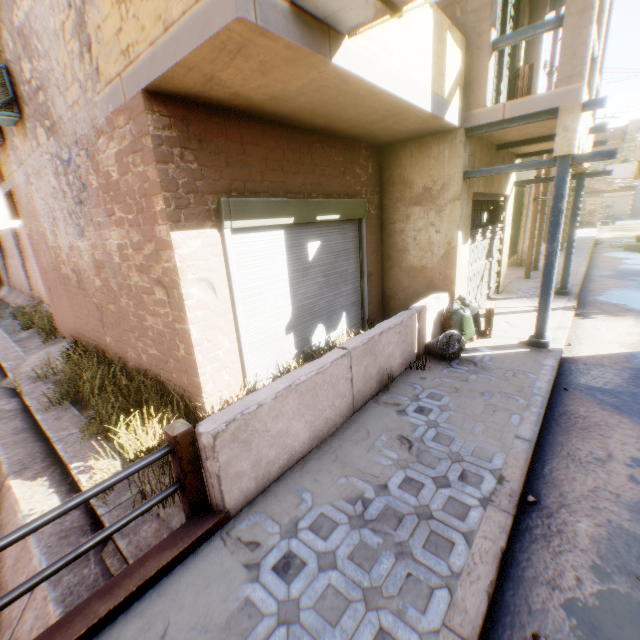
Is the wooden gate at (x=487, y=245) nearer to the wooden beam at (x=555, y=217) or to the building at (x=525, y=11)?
the building at (x=525, y=11)

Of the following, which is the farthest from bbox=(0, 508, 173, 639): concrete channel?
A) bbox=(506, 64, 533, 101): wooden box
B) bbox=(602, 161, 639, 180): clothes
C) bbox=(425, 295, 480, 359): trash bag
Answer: bbox=(602, 161, 639, 180): clothes

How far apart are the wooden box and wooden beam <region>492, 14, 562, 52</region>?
0.5m

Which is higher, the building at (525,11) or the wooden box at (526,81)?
the building at (525,11)

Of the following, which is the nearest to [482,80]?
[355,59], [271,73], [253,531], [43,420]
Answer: [355,59]

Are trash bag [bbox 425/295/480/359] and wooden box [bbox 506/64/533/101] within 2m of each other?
no

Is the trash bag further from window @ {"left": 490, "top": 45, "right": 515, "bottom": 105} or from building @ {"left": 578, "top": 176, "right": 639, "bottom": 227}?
window @ {"left": 490, "top": 45, "right": 515, "bottom": 105}

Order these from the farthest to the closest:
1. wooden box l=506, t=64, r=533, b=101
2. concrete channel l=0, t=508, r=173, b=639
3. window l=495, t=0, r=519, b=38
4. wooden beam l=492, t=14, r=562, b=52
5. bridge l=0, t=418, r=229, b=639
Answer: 1. window l=495, t=0, r=519, b=38
2. wooden box l=506, t=64, r=533, b=101
3. wooden beam l=492, t=14, r=562, b=52
4. concrete channel l=0, t=508, r=173, b=639
5. bridge l=0, t=418, r=229, b=639
